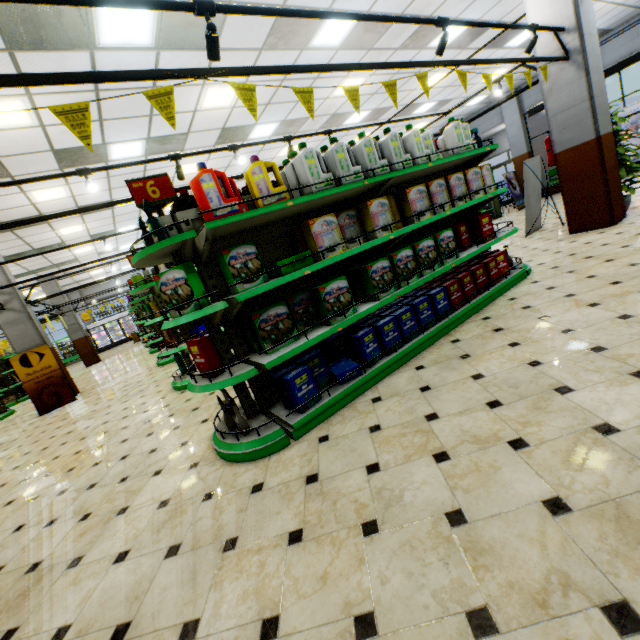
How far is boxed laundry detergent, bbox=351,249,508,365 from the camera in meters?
3.4

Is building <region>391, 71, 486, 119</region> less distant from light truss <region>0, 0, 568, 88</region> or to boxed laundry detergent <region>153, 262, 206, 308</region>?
light truss <region>0, 0, 568, 88</region>

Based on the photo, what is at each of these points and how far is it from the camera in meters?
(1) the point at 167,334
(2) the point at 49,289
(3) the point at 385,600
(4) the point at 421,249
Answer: (1) fabric softener, 5.7
(2) building, 16.2
(3) building, 1.4
(4) boxed laundry detergent, 3.7

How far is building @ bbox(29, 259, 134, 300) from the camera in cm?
1628

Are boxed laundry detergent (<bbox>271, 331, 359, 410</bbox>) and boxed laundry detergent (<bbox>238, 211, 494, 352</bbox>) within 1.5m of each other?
yes

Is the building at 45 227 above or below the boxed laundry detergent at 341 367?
above

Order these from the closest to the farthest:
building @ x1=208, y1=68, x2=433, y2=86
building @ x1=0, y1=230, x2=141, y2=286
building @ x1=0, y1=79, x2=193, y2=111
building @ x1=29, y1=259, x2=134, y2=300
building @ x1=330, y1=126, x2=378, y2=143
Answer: building @ x1=0, y1=79, x2=193, y2=111 → building @ x1=208, y1=68, x2=433, y2=86 → building @ x1=330, y1=126, x2=378, y2=143 → building @ x1=0, y1=230, x2=141, y2=286 → building @ x1=29, y1=259, x2=134, y2=300

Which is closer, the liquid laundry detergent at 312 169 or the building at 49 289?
the liquid laundry detergent at 312 169
